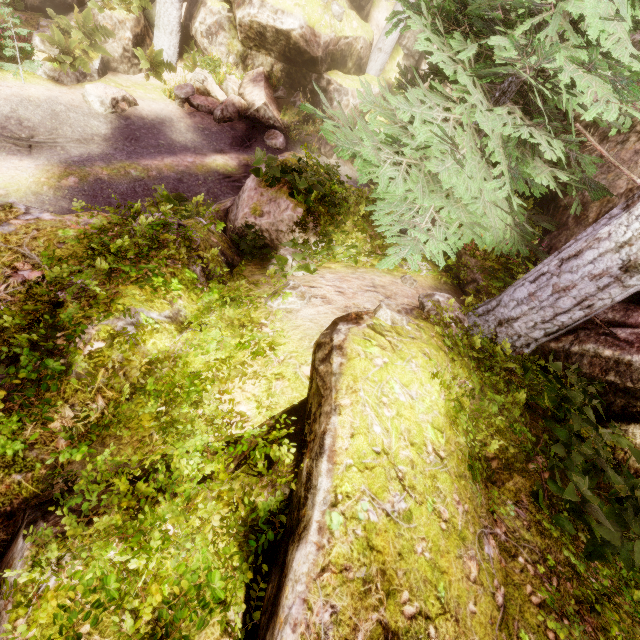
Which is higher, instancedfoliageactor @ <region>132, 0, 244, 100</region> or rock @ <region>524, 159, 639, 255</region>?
rock @ <region>524, 159, 639, 255</region>

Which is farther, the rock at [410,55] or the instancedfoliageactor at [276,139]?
the rock at [410,55]

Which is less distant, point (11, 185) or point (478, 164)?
point (478, 164)

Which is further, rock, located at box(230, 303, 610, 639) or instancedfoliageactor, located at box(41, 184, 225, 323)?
instancedfoliageactor, located at box(41, 184, 225, 323)

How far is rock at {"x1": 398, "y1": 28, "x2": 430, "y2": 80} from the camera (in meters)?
16.69

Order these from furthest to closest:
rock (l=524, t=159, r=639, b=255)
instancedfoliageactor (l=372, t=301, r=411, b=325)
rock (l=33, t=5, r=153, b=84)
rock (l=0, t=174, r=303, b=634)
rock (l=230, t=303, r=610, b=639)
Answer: rock (l=33, t=5, r=153, b=84) → rock (l=524, t=159, r=639, b=255) → instancedfoliageactor (l=372, t=301, r=411, b=325) → rock (l=0, t=174, r=303, b=634) → rock (l=230, t=303, r=610, b=639)

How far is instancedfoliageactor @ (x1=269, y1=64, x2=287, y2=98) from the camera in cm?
1417

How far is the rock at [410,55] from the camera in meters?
16.7 m
